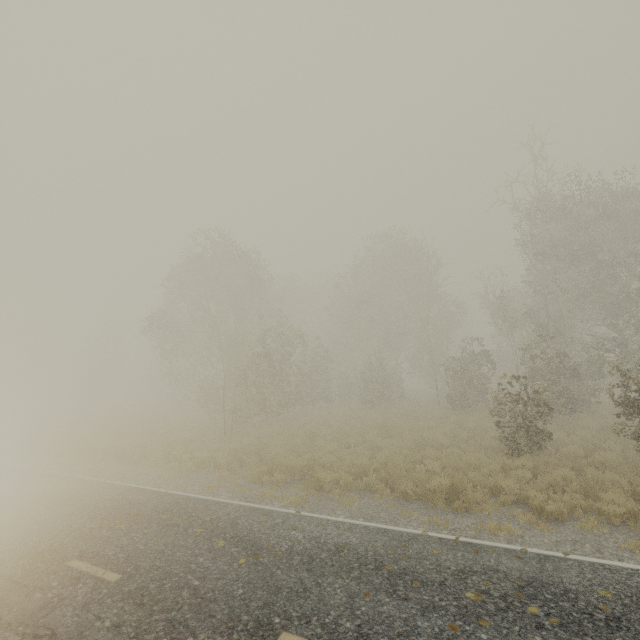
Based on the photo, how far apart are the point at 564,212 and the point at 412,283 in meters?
12.7
